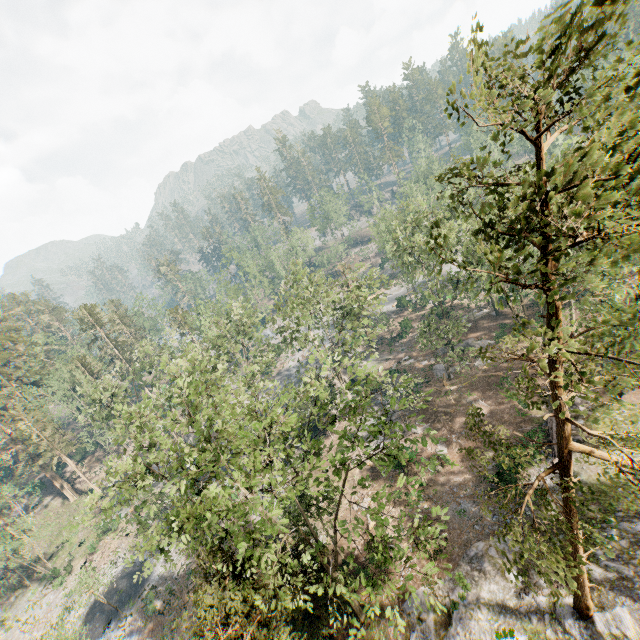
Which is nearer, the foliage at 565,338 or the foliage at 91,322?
the foliage at 565,338

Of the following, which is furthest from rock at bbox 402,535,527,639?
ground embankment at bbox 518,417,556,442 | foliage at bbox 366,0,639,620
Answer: ground embankment at bbox 518,417,556,442

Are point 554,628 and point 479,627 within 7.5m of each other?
yes

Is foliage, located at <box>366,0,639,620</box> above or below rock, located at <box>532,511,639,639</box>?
above

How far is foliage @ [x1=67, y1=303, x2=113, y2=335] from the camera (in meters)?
57.47

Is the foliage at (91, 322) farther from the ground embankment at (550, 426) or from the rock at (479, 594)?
the ground embankment at (550, 426)

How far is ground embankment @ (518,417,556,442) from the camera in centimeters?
2544cm
